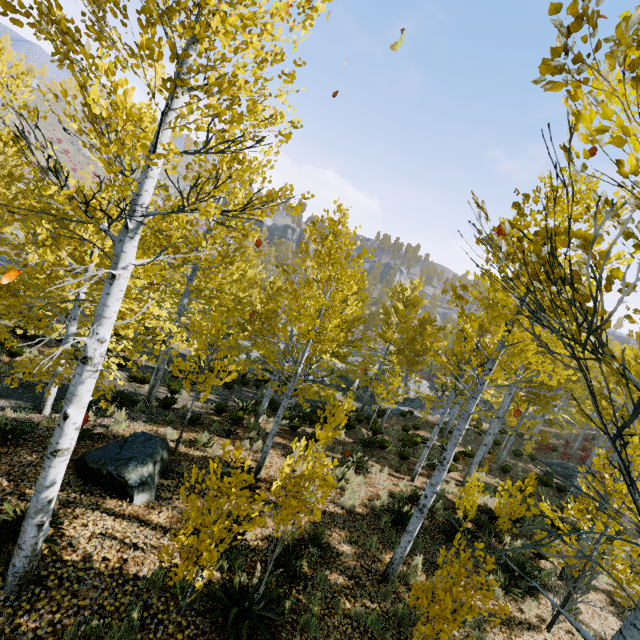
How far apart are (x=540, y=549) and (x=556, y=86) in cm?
199

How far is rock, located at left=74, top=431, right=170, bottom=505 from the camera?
6.3m

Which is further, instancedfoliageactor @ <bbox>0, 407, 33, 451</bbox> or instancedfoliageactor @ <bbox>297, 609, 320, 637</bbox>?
instancedfoliageactor @ <bbox>0, 407, 33, 451</bbox>

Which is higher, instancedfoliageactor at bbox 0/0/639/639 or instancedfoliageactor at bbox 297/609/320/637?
instancedfoliageactor at bbox 0/0/639/639

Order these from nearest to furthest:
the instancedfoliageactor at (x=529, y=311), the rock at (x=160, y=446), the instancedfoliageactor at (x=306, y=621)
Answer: the instancedfoliageactor at (x=529, y=311) < the instancedfoliageactor at (x=306, y=621) < the rock at (x=160, y=446)

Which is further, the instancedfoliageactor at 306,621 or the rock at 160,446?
the rock at 160,446

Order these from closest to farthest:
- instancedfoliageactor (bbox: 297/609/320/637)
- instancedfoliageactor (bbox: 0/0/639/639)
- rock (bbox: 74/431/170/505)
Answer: instancedfoliageactor (bbox: 0/0/639/639)
instancedfoliageactor (bbox: 297/609/320/637)
rock (bbox: 74/431/170/505)
